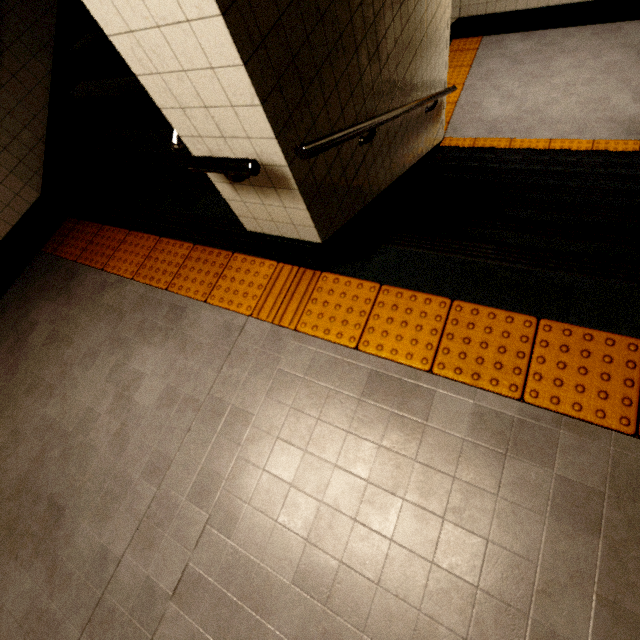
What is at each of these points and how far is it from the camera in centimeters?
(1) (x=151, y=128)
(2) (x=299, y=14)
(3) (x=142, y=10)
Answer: (1) stairs, 306cm
(2) stairs, 133cm
(3) building, 111cm

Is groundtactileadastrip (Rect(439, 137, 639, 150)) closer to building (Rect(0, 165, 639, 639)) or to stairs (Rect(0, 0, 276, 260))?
stairs (Rect(0, 0, 276, 260))

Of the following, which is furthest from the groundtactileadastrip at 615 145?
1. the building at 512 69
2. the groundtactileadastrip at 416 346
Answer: the groundtactileadastrip at 416 346

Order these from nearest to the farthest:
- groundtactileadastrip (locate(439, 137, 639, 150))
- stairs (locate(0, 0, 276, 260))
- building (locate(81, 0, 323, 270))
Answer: building (locate(81, 0, 323, 270)) < stairs (locate(0, 0, 276, 260)) < groundtactileadastrip (locate(439, 137, 639, 150))

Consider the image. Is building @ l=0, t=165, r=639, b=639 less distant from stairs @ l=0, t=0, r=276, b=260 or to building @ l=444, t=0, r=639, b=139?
stairs @ l=0, t=0, r=276, b=260

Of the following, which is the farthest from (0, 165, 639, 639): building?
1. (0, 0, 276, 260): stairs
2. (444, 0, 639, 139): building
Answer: (444, 0, 639, 139): building

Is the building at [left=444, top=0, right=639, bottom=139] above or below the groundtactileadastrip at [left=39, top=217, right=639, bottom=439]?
below

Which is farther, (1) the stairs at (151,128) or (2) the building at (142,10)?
(1) the stairs at (151,128)
